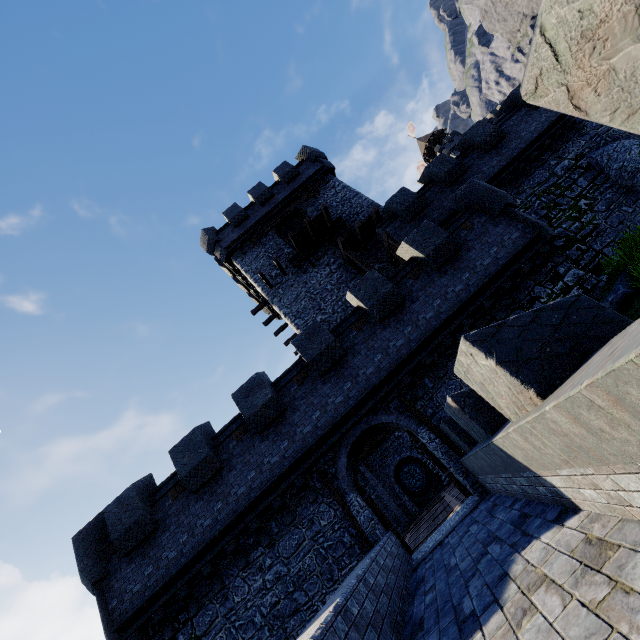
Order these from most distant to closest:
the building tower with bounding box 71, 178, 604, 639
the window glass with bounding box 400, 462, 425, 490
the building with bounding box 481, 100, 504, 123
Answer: the building with bounding box 481, 100, 504, 123 < the window glass with bounding box 400, 462, 425, 490 < the building tower with bounding box 71, 178, 604, 639

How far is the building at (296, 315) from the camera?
19.47m

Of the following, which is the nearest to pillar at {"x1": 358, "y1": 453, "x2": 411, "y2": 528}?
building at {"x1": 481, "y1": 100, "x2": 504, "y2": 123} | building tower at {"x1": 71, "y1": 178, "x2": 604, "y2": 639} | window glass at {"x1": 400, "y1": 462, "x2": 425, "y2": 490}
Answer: building tower at {"x1": 71, "y1": 178, "x2": 604, "y2": 639}

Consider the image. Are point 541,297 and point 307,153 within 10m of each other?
no

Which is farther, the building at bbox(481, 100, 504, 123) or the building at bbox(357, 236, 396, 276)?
the building at bbox(481, 100, 504, 123)

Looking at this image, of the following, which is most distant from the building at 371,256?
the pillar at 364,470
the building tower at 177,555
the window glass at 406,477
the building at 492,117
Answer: the building at 492,117

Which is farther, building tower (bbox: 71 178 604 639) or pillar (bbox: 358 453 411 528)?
pillar (bbox: 358 453 411 528)

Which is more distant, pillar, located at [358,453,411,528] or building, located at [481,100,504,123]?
building, located at [481,100,504,123]
